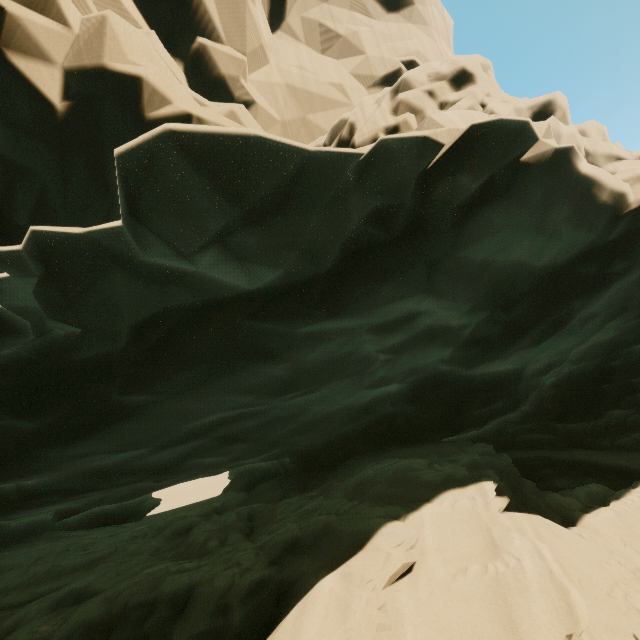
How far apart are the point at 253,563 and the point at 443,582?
3.51m
